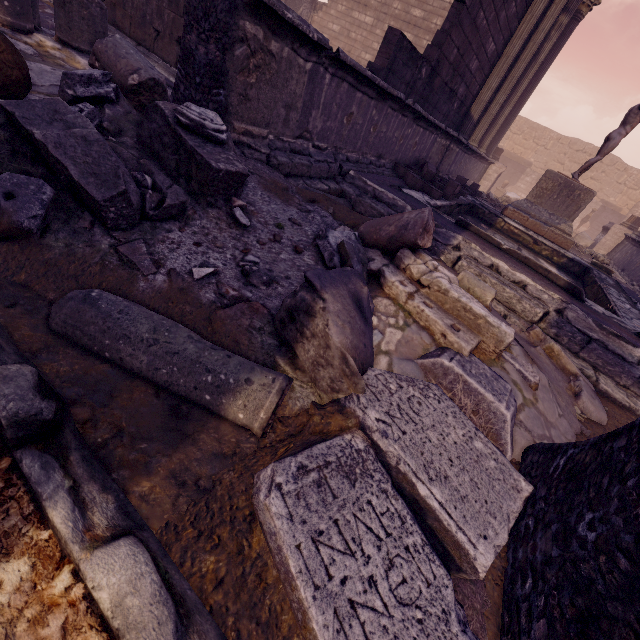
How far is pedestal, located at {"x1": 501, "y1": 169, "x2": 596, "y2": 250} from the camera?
8.3 meters

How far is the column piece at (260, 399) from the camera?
1.52m

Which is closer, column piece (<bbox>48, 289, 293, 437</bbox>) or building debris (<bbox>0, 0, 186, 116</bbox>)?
column piece (<bbox>48, 289, 293, 437</bbox>)

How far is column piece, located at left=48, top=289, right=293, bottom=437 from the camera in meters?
1.5 m

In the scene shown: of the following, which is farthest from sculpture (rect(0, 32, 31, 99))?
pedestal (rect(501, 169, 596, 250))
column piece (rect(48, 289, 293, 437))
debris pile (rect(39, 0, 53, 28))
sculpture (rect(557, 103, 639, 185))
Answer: sculpture (rect(557, 103, 639, 185))

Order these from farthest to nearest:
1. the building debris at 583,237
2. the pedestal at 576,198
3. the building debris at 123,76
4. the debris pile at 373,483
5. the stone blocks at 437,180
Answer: the building debris at 583,237
the pedestal at 576,198
the stone blocks at 437,180
the building debris at 123,76
the debris pile at 373,483

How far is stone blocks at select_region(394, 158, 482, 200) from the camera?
5.9 meters

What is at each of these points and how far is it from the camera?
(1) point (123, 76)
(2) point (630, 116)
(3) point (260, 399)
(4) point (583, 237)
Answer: (1) building debris, 3.2m
(2) sculpture, 7.7m
(3) column piece, 1.5m
(4) building debris, 13.2m
